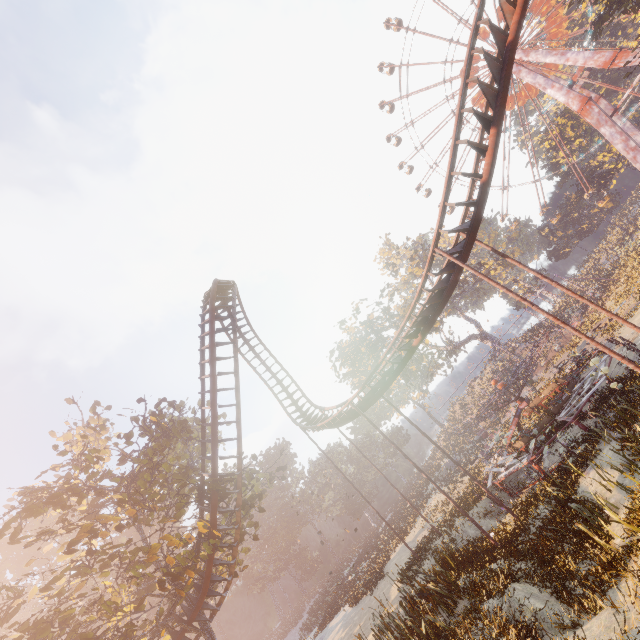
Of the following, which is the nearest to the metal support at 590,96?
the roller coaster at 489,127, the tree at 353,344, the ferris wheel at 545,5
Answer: the ferris wheel at 545,5

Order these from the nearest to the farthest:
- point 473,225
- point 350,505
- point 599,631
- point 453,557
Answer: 1. point 599,631
2. point 473,225
3. point 453,557
4. point 350,505

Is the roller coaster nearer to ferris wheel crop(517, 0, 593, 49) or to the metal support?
ferris wheel crop(517, 0, 593, 49)

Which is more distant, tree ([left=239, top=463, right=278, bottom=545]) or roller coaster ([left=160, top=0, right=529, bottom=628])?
tree ([left=239, top=463, right=278, bottom=545])

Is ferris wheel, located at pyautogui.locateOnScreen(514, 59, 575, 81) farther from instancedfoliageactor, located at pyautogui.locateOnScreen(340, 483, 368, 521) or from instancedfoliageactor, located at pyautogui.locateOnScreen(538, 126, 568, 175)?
instancedfoliageactor, located at pyautogui.locateOnScreen(340, 483, 368, 521)

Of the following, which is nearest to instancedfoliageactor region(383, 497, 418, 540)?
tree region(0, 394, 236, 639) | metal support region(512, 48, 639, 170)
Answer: tree region(0, 394, 236, 639)

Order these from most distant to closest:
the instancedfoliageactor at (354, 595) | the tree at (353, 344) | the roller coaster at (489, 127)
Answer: the tree at (353, 344)
the instancedfoliageactor at (354, 595)
the roller coaster at (489, 127)

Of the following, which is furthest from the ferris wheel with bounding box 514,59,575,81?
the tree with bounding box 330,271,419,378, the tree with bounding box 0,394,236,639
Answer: the tree with bounding box 0,394,236,639
